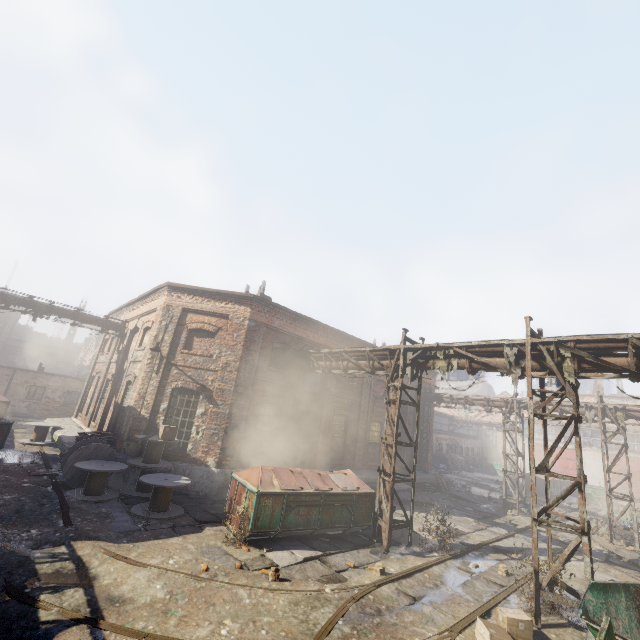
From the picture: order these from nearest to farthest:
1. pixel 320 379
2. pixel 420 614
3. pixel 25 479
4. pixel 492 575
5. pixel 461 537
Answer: pixel 420 614 → pixel 492 575 → pixel 25 479 → pixel 461 537 → pixel 320 379

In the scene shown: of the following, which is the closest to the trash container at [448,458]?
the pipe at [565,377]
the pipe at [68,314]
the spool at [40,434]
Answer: the pipe at [565,377]

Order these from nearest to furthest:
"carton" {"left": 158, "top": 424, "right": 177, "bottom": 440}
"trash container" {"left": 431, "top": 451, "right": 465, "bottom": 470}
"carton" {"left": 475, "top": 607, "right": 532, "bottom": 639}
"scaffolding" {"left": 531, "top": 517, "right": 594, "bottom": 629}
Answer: "carton" {"left": 475, "top": 607, "right": 532, "bottom": 639} → "scaffolding" {"left": 531, "top": 517, "right": 594, "bottom": 629} → "carton" {"left": 158, "top": 424, "right": 177, "bottom": 440} → "trash container" {"left": 431, "top": 451, "right": 465, "bottom": 470}

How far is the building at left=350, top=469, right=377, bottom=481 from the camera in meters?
16.9

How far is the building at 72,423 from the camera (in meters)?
13.99

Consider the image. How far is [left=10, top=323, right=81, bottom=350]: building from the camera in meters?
49.1

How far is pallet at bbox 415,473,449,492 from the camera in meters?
20.3

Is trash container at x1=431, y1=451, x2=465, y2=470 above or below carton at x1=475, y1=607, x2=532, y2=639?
above
